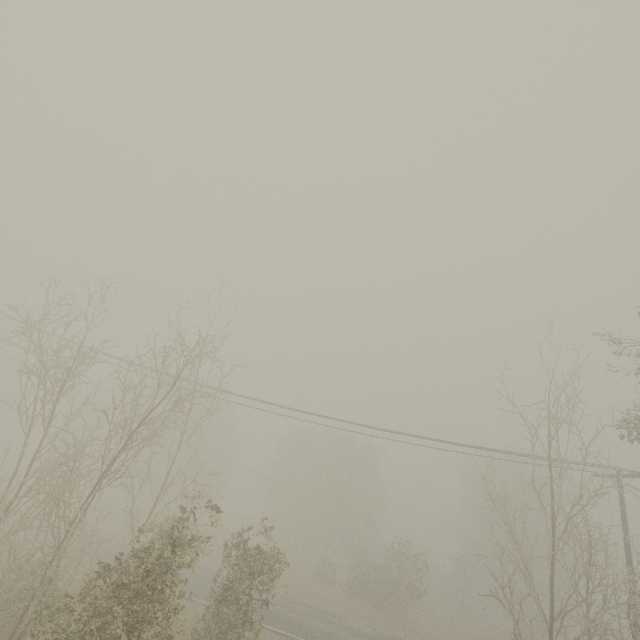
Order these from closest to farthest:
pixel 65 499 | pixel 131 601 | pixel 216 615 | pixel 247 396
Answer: pixel 131 601, pixel 216 615, pixel 247 396, pixel 65 499
